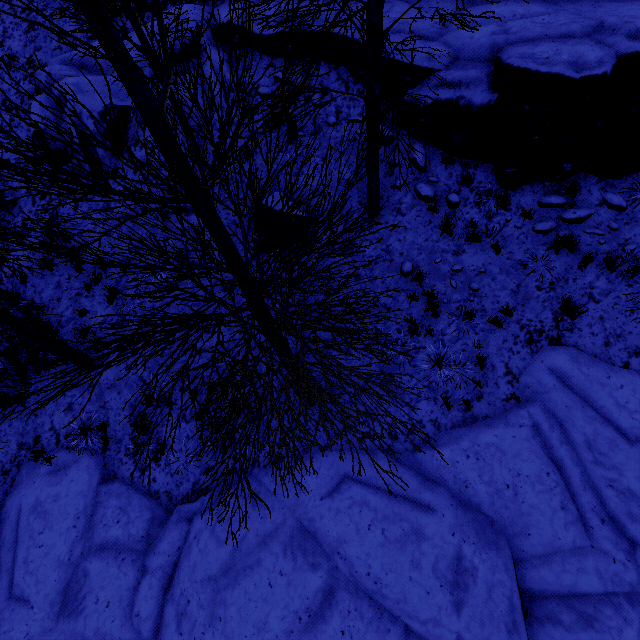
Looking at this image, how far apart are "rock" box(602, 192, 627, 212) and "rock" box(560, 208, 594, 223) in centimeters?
31cm

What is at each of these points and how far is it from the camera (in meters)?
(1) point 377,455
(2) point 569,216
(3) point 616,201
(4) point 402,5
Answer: (1) rock, 6.52
(2) rock, 6.67
(3) rock, 6.55
(4) rock, 7.32

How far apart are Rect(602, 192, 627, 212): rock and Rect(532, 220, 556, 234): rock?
1.01m

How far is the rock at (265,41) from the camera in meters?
8.0 m

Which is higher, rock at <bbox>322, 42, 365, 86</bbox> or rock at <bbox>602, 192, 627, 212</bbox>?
rock at <bbox>322, 42, 365, 86</bbox>

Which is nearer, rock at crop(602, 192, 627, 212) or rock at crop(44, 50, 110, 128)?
rock at crop(602, 192, 627, 212)

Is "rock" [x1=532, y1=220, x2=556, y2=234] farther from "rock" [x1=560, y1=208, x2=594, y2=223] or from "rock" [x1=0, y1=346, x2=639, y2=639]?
"rock" [x1=0, y1=346, x2=639, y2=639]

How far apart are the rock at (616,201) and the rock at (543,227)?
1.01m
